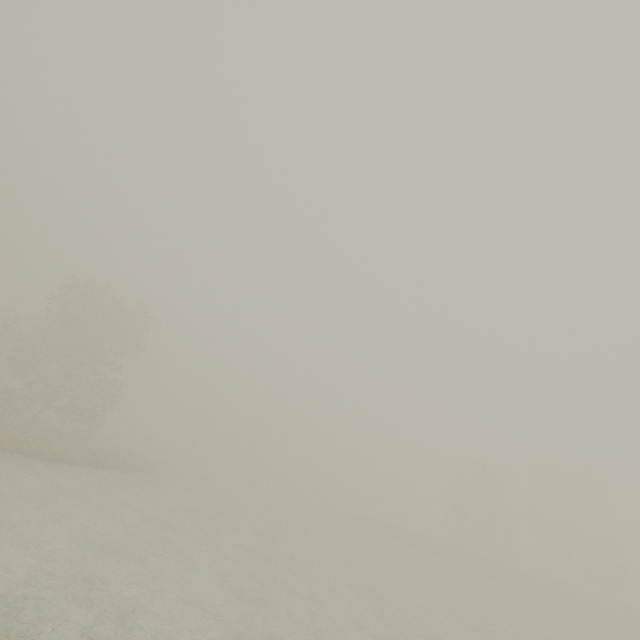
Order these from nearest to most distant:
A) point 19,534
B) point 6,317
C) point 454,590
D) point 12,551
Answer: point 12,551
point 19,534
point 454,590
point 6,317
